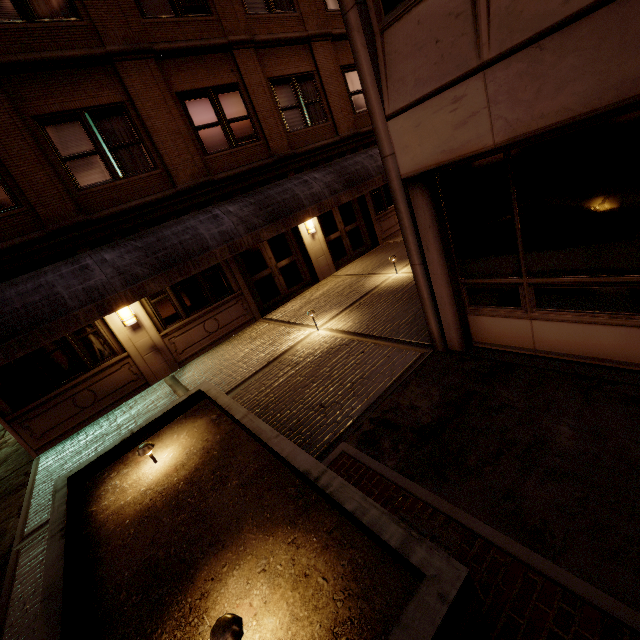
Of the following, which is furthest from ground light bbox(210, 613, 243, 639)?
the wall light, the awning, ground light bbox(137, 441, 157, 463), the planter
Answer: the wall light

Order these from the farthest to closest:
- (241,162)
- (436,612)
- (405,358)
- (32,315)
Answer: (241,162) < (32,315) < (405,358) < (436,612)

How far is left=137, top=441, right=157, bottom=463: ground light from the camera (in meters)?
4.36

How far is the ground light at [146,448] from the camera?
4.4 meters

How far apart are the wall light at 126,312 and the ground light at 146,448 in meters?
5.5 m

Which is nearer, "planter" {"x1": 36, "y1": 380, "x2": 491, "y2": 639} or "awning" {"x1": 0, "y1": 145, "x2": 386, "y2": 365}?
"planter" {"x1": 36, "y1": 380, "x2": 491, "y2": 639}

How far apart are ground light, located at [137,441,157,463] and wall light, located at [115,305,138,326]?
5.47m

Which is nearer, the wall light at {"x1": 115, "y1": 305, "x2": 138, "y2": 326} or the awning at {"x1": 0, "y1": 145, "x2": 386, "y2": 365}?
the awning at {"x1": 0, "y1": 145, "x2": 386, "y2": 365}
